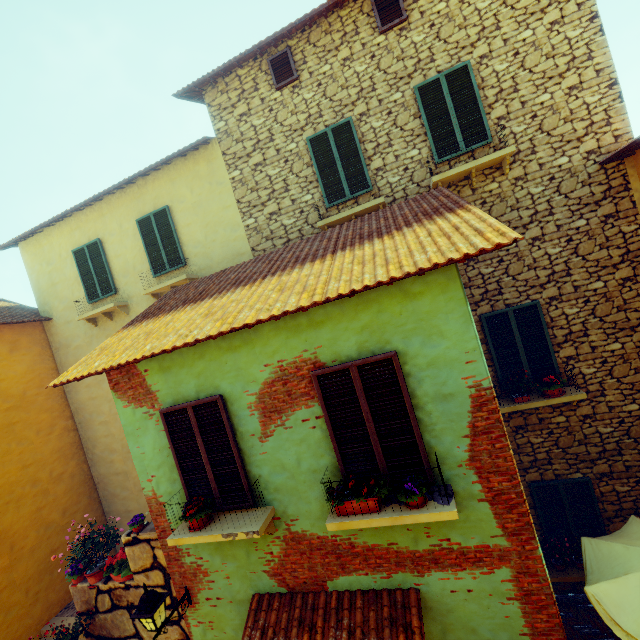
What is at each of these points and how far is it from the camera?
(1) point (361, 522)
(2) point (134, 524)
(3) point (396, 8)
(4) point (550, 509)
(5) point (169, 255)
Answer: (1) window sill, 3.7m
(2) flower pot, 6.6m
(3) window, 6.6m
(4) window, 6.8m
(5) window, 8.7m

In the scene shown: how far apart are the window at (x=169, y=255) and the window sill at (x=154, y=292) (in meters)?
0.39

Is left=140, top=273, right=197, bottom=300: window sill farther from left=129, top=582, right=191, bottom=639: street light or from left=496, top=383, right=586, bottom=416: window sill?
left=496, top=383, right=586, bottom=416: window sill

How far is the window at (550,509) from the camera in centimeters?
659cm

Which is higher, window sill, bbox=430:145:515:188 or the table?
window sill, bbox=430:145:515:188

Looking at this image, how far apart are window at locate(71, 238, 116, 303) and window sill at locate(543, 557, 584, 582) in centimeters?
1249cm

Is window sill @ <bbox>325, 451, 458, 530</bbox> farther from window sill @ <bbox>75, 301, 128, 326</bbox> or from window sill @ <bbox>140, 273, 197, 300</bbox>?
window sill @ <bbox>75, 301, 128, 326</bbox>

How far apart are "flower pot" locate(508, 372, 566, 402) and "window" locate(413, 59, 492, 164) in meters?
4.8 m
